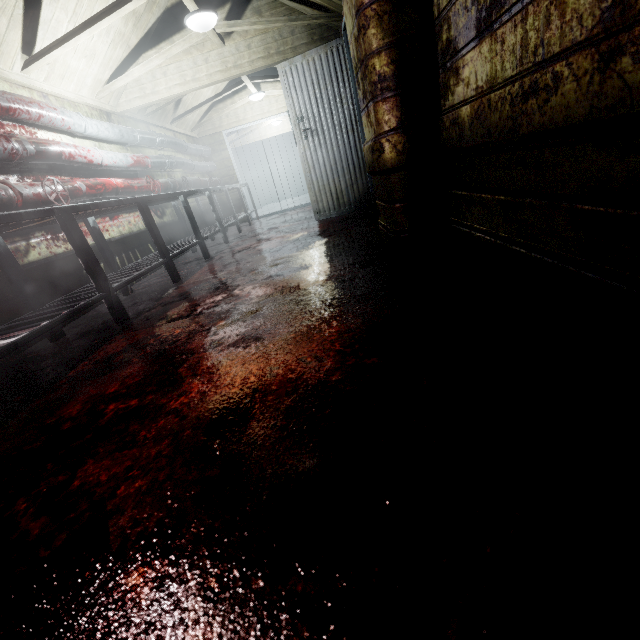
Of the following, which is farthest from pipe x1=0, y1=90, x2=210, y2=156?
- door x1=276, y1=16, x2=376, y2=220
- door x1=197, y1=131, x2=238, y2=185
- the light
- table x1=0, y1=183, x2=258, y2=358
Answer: door x1=276, y1=16, x2=376, y2=220

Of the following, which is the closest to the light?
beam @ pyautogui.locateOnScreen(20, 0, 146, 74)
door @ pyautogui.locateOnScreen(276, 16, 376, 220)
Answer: beam @ pyautogui.locateOnScreen(20, 0, 146, 74)

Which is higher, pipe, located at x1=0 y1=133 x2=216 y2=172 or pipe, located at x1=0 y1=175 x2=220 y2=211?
pipe, located at x1=0 y1=133 x2=216 y2=172

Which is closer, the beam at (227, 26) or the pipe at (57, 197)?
the pipe at (57, 197)

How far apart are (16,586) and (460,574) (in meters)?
0.91

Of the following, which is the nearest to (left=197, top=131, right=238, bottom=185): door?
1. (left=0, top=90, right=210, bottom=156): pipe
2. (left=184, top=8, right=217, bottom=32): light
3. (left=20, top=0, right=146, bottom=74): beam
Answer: (left=0, top=90, right=210, bottom=156): pipe

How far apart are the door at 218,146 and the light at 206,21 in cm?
Result: 407

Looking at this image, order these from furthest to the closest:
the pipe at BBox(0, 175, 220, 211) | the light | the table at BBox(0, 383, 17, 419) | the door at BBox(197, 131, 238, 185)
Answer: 1. the door at BBox(197, 131, 238, 185)
2. the light
3. the pipe at BBox(0, 175, 220, 211)
4. the table at BBox(0, 383, 17, 419)
